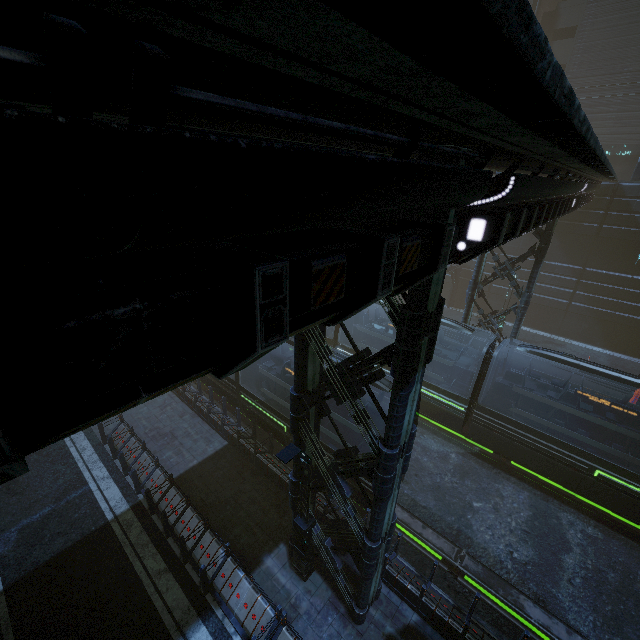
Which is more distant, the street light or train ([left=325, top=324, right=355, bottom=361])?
train ([left=325, top=324, right=355, bottom=361])

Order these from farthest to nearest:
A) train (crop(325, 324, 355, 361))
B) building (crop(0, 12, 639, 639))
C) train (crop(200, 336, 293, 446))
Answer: train (crop(325, 324, 355, 361)) < train (crop(200, 336, 293, 446)) < building (crop(0, 12, 639, 639))

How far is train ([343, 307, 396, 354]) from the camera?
17.9 meters

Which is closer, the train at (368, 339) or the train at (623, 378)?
the train at (623, 378)

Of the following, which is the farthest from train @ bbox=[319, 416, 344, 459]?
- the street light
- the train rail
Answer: the street light

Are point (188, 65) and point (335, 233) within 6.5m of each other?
yes

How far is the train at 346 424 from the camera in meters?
11.7
